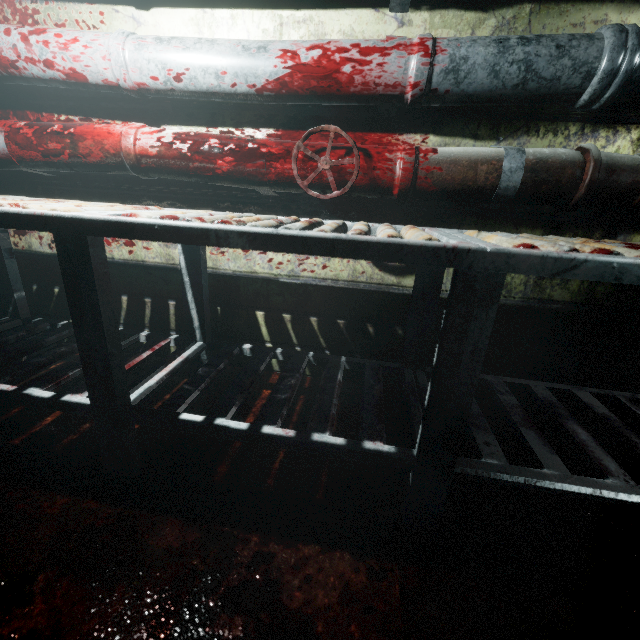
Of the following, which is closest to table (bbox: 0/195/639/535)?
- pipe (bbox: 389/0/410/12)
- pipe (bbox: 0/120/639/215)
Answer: pipe (bbox: 0/120/639/215)

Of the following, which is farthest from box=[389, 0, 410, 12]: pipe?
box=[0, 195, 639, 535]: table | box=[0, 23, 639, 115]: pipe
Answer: box=[0, 195, 639, 535]: table

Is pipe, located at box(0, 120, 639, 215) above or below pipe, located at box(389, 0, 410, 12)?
below

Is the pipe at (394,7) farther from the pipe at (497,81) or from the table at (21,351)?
the table at (21,351)

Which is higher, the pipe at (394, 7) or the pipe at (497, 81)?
the pipe at (394, 7)

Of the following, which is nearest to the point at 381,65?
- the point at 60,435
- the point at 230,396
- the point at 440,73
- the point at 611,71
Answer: the point at 440,73

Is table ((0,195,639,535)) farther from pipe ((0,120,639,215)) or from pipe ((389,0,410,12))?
pipe ((389,0,410,12))

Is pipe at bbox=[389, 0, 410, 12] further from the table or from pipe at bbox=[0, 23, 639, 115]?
the table
